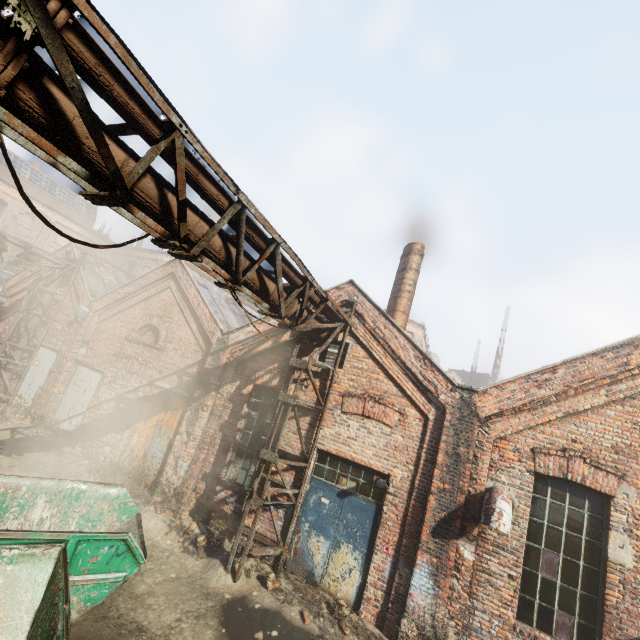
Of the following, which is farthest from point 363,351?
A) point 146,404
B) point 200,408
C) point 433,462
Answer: point 146,404

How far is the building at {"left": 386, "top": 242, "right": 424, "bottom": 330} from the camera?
10.83m

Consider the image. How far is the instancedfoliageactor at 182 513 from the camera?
8.17m

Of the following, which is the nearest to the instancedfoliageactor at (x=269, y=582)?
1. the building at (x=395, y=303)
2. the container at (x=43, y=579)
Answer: the container at (x=43, y=579)

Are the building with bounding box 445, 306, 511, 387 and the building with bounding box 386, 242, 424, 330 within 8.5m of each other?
no

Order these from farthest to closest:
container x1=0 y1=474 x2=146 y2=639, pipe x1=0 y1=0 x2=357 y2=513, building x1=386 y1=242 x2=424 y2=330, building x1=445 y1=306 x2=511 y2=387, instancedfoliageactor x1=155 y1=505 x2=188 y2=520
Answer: building x1=445 y1=306 x2=511 y2=387
building x1=386 y1=242 x2=424 y2=330
instancedfoliageactor x1=155 y1=505 x2=188 y2=520
container x1=0 y1=474 x2=146 y2=639
pipe x1=0 y1=0 x2=357 y2=513

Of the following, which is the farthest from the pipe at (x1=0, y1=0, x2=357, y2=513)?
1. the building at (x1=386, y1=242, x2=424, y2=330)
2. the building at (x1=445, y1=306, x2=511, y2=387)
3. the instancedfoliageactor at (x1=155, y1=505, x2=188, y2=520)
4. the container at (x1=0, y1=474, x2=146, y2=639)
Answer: the building at (x1=445, y1=306, x2=511, y2=387)

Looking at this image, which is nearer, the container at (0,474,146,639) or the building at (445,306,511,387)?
the container at (0,474,146,639)
